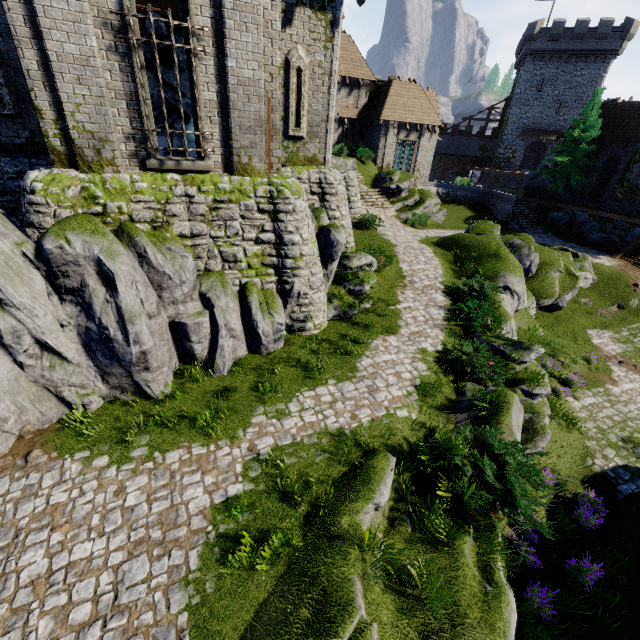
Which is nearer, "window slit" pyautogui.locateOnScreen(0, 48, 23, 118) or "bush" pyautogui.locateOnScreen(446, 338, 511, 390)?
"window slit" pyautogui.locateOnScreen(0, 48, 23, 118)

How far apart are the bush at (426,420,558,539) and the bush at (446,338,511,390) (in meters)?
2.25

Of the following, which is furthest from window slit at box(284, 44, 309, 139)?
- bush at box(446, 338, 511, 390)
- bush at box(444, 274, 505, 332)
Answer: bush at box(446, 338, 511, 390)

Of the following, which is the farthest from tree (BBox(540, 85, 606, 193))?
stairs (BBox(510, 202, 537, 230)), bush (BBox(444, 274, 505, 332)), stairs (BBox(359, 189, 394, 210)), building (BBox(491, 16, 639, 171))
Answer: bush (BBox(444, 274, 505, 332))

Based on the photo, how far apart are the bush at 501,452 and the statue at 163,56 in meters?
11.7 m

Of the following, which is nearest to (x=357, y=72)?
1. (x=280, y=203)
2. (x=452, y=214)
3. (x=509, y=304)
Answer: (x=452, y=214)

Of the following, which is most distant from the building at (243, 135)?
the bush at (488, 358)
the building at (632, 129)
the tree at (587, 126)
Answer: the building at (632, 129)

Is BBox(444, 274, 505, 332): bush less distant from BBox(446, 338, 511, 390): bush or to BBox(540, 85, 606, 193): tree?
BBox(446, 338, 511, 390): bush
